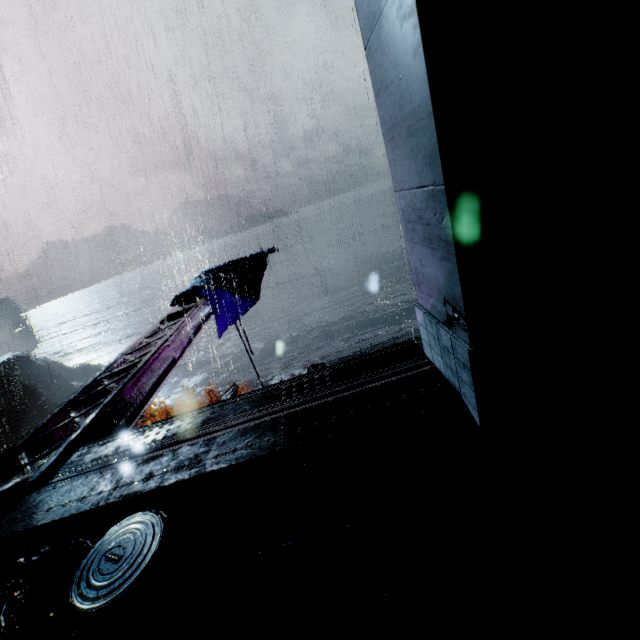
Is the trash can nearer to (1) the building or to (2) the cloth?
(1) the building

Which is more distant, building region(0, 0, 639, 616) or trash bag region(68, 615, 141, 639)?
trash bag region(68, 615, 141, 639)

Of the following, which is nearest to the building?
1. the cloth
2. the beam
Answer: the beam

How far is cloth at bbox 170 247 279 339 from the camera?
12.4m

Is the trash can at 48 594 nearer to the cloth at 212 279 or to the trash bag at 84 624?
the trash bag at 84 624

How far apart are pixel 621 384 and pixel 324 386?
3.6 meters

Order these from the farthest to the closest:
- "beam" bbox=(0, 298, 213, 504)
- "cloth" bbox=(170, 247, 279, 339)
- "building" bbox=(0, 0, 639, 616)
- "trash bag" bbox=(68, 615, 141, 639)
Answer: "cloth" bbox=(170, 247, 279, 339), "beam" bbox=(0, 298, 213, 504), "trash bag" bbox=(68, 615, 141, 639), "building" bbox=(0, 0, 639, 616)

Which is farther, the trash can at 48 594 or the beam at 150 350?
the beam at 150 350
